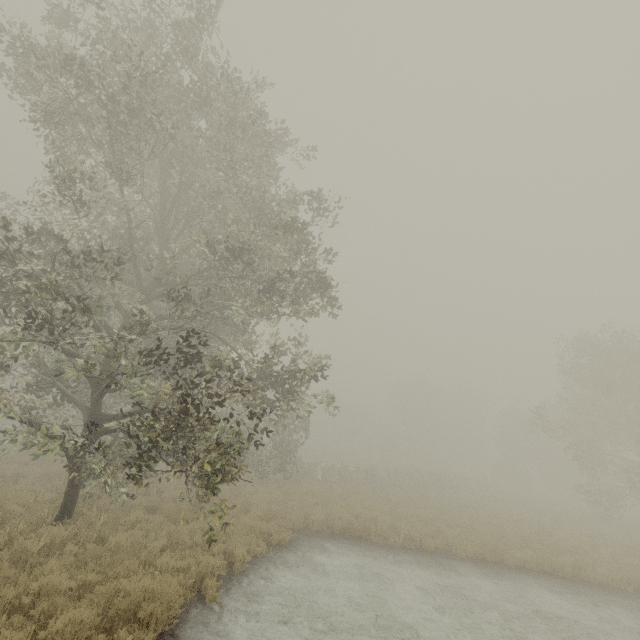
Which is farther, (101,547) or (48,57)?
(48,57)
